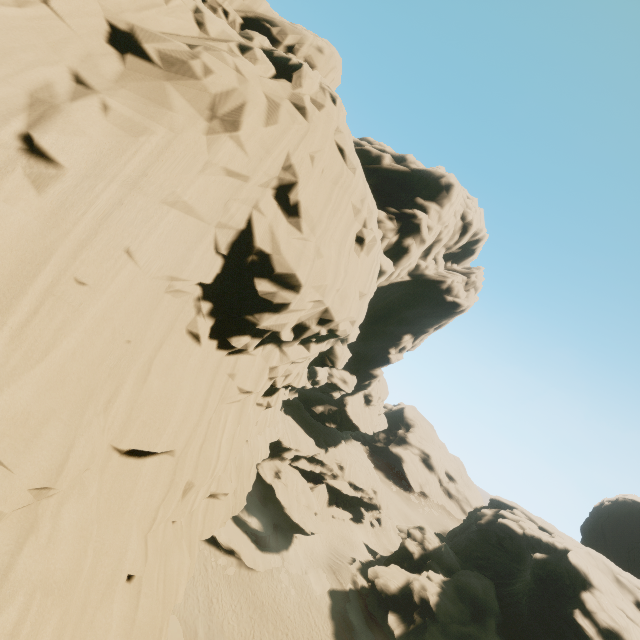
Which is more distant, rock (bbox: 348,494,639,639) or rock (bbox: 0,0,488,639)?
rock (bbox: 348,494,639,639)

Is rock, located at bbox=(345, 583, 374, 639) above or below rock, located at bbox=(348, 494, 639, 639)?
below

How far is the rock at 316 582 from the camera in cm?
3234

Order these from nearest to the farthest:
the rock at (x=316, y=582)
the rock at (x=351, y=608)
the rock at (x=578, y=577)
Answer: the rock at (x=578, y=577) < the rock at (x=351, y=608) < the rock at (x=316, y=582)

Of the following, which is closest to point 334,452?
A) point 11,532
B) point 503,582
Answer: point 503,582

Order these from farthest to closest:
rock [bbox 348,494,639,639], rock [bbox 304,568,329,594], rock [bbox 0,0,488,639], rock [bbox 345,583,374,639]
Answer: rock [bbox 304,568,329,594] < rock [bbox 345,583,374,639] < rock [bbox 348,494,639,639] < rock [bbox 0,0,488,639]

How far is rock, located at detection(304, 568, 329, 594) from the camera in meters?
32.3
